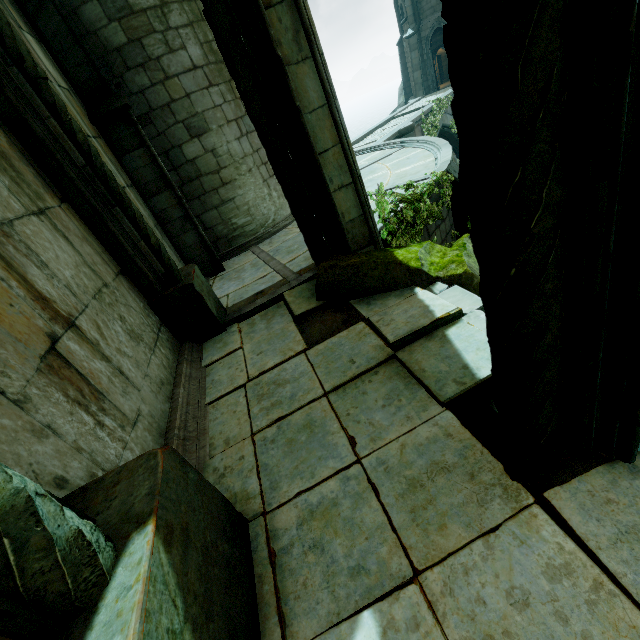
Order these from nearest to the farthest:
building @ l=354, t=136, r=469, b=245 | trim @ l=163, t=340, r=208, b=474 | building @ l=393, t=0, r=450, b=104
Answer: trim @ l=163, t=340, r=208, b=474 < building @ l=354, t=136, r=469, b=245 < building @ l=393, t=0, r=450, b=104

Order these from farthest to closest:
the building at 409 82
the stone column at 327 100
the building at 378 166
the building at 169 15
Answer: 1. the building at 409 82
2. the building at 378 166
3. the building at 169 15
4. the stone column at 327 100

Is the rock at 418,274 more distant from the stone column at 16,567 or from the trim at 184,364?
the trim at 184,364

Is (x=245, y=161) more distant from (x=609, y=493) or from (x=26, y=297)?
(x=609, y=493)

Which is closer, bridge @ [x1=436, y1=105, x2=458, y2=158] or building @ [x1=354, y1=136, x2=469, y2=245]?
building @ [x1=354, y1=136, x2=469, y2=245]

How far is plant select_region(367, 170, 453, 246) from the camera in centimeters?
545cm

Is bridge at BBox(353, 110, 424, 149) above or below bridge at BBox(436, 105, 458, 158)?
above

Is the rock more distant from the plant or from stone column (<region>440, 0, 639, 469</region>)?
stone column (<region>440, 0, 639, 469</region>)
